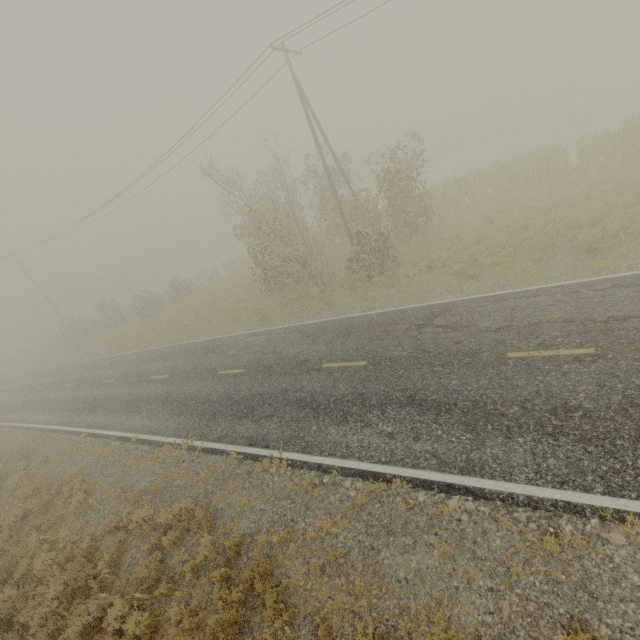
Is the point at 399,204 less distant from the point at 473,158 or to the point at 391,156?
the point at 391,156
